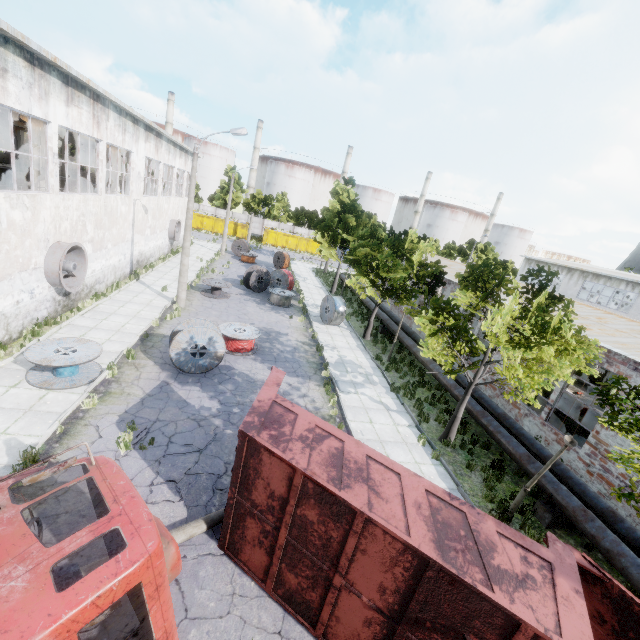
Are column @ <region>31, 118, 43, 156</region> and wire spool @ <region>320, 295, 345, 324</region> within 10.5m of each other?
no

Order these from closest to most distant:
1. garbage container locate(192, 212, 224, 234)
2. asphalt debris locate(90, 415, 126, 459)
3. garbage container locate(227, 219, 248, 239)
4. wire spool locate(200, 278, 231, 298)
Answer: asphalt debris locate(90, 415, 126, 459)
wire spool locate(200, 278, 231, 298)
garbage container locate(192, 212, 224, 234)
garbage container locate(227, 219, 248, 239)

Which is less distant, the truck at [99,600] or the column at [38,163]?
the truck at [99,600]

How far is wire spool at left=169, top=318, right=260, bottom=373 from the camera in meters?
12.2 m

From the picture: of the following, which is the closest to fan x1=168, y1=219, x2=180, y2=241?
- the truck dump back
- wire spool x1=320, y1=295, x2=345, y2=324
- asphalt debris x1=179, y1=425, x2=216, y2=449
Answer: wire spool x1=320, y1=295, x2=345, y2=324

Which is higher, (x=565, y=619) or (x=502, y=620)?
(x=565, y=619)

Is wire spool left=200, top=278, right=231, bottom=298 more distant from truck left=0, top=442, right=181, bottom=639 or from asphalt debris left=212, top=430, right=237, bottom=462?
truck left=0, top=442, right=181, bottom=639

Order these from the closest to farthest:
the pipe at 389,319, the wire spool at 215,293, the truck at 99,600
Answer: the truck at 99,600 → the pipe at 389,319 → the wire spool at 215,293
